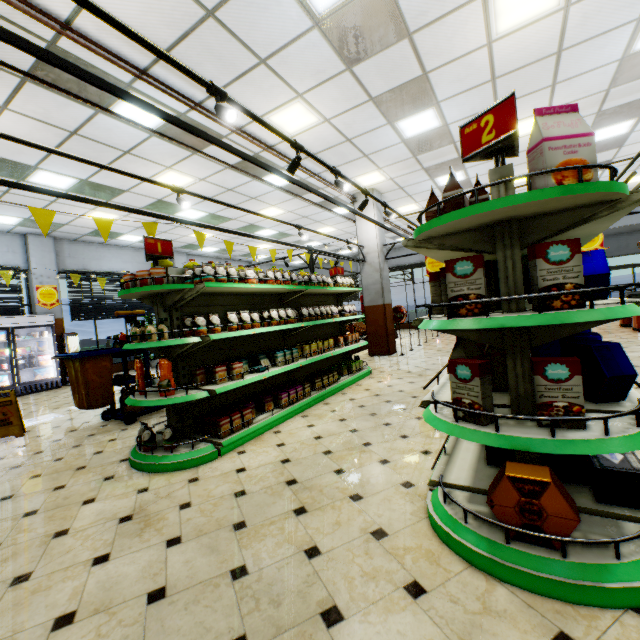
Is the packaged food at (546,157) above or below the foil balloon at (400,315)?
above

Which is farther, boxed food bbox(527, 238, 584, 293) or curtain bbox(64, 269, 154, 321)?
curtain bbox(64, 269, 154, 321)

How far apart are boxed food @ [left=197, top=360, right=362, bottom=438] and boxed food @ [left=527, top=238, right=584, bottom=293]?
3.3 meters

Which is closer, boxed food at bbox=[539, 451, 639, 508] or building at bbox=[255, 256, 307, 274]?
boxed food at bbox=[539, 451, 639, 508]

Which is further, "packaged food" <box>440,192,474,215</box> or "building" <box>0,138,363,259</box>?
"building" <box>0,138,363,259</box>

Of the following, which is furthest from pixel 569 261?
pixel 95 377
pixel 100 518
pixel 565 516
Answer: pixel 95 377

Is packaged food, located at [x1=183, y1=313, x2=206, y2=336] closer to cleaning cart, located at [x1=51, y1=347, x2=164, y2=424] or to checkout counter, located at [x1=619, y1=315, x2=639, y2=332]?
cleaning cart, located at [x1=51, y1=347, x2=164, y2=424]

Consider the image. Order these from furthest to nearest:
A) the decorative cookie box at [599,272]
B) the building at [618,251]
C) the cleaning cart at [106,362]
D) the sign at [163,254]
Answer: the building at [618,251]
the cleaning cart at [106,362]
the sign at [163,254]
the decorative cookie box at [599,272]
